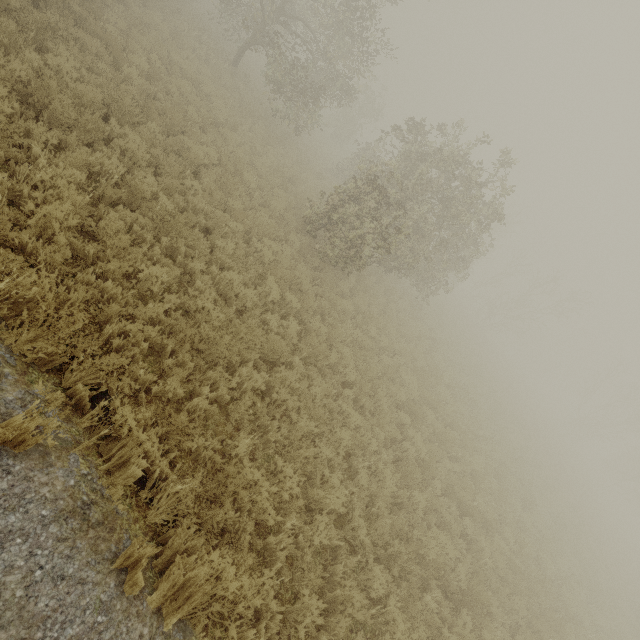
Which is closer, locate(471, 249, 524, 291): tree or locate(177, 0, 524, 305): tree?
locate(177, 0, 524, 305): tree

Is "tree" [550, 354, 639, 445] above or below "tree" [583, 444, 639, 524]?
above

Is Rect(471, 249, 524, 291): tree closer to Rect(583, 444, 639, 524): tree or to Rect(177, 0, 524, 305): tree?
Rect(583, 444, 639, 524): tree

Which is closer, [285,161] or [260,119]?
[285,161]

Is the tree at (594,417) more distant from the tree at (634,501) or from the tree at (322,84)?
the tree at (322,84)

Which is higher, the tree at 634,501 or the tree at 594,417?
the tree at 594,417

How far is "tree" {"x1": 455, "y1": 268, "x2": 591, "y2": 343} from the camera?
34.4m
